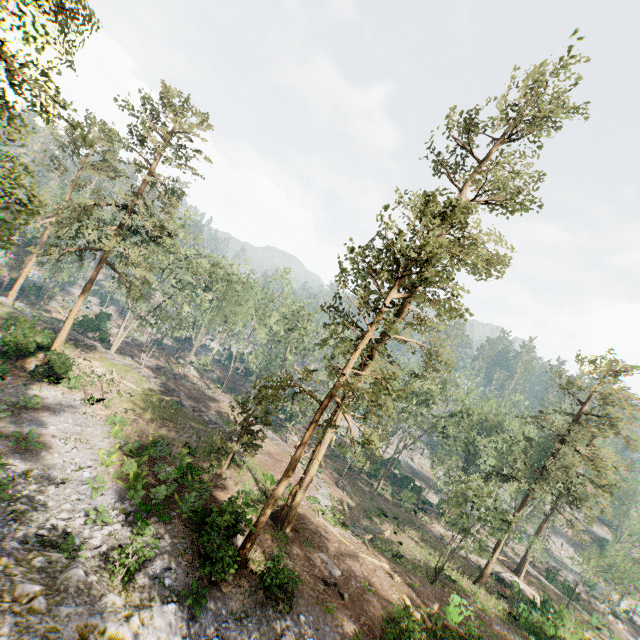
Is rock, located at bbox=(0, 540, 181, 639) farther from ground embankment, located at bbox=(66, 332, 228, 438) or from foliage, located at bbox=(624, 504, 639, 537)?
ground embankment, located at bbox=(66, 332, 228, 438)

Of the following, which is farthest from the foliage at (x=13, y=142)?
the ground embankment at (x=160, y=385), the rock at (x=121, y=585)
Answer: the ground embankment at (x=160, y=385)

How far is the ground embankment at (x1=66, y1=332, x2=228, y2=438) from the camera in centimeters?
3051cm

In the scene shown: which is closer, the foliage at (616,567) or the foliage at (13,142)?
the foliage at (13,142)

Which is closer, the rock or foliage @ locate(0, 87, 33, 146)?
the rock

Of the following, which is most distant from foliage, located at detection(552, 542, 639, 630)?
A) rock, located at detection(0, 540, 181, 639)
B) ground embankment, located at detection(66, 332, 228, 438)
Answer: ground embankment, located at detection(66, 332, 228, 438)

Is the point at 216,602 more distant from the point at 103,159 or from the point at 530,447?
the point at 103,159
